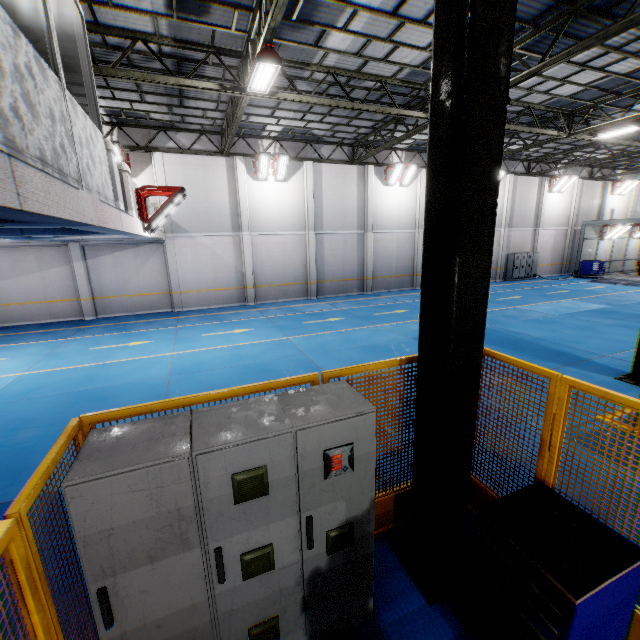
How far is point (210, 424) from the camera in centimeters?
238cm

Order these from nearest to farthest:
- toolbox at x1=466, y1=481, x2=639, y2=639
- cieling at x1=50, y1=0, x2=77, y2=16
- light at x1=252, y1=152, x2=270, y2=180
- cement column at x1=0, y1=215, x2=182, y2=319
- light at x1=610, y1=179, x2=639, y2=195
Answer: toolbox at x1=466, y1=481, x2=639, y2=639 < cieling at x1=50, y1=0, x2=77, y2=16 < cement column at x1=0, y1=215, x2=182, y2=319 < light at x1=252, y1=152, x2=270, y2=180 < light at x1=610, y1=179, x2=639, y2=195

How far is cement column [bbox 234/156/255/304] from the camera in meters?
17.1 m

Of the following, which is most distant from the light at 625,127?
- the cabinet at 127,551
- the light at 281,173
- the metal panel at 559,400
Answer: the cabinet at 127,551

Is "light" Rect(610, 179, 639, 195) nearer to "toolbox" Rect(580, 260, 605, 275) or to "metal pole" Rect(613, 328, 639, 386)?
"toolbox" Rect(580, 260, 605, 275)

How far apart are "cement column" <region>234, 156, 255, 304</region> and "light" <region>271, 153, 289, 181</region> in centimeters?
140cm

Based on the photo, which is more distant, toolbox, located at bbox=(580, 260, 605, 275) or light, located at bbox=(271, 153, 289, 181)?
toolbox, located at bbox=(580, 260, 605, 275)

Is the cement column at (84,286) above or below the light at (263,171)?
below
